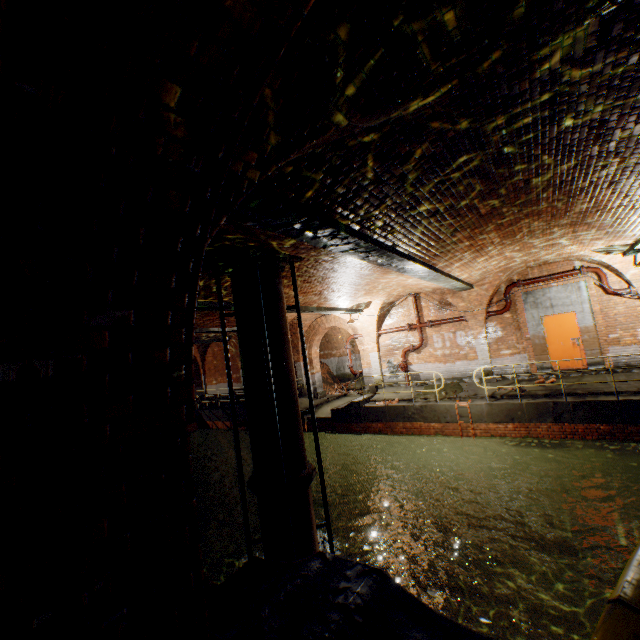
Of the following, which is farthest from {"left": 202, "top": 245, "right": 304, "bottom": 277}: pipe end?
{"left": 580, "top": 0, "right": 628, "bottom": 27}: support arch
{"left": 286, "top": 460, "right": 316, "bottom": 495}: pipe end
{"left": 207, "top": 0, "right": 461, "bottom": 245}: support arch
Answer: {"left": 580, "top": 0, "right": 628, "bottom": 27}: support arch

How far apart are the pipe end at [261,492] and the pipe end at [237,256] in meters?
3.9 m

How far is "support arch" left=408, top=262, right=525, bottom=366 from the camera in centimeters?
1224cm

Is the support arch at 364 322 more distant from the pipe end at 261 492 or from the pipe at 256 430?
the pipe end at 261 492

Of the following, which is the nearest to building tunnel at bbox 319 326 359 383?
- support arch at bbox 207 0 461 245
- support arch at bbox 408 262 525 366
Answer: support arch at bbox 408 262 525 366

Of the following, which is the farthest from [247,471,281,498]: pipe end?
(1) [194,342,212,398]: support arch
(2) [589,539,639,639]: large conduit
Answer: (1) [194,342,212,398]: support arch

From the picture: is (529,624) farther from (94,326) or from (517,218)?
(94,326)

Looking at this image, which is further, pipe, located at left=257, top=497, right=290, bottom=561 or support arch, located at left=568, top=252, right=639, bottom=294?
support arch, located at left=568, top=252, right=639, bottom=294
